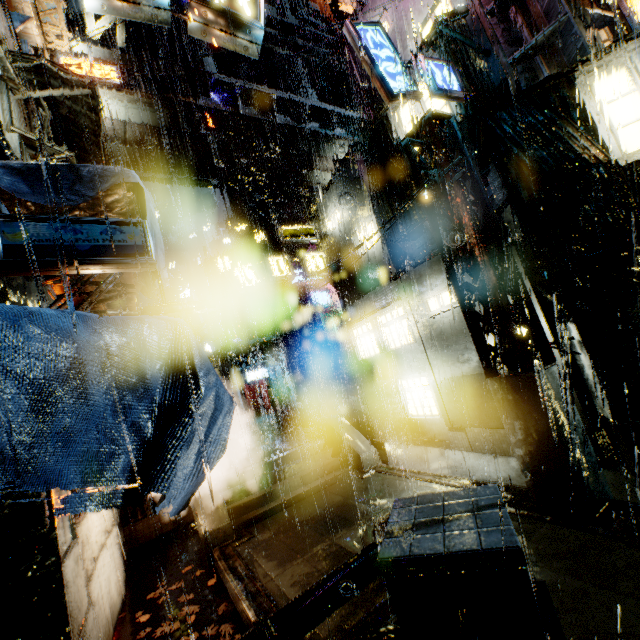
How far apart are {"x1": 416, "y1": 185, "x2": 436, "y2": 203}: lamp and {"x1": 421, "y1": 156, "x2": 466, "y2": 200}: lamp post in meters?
0.1 m

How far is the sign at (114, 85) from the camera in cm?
1214

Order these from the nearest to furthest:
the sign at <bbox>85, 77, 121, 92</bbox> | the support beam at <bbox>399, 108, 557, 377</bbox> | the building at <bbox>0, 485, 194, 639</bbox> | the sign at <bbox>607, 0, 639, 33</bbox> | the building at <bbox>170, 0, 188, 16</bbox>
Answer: the building at <bbox>0, 485, 194, 639</bbox> < the support beam at <bbox>399, 108, 557, 377</bbox> < the sign at <bbox>607, 0, 639, 33</bbox> < the sign at <bbox>85, 77, 121, 92</bbox> < the building at <bbox>170, 0, 188, 16</bbox>

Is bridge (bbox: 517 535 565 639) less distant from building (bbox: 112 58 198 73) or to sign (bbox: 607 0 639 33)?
building (bbox: 112 58 198 73)

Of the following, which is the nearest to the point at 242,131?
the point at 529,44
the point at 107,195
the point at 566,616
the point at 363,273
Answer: the point at 363,273

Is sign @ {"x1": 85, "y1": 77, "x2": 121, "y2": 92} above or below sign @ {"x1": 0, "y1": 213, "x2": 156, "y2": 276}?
above

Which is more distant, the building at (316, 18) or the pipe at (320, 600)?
the building at (316, 18)

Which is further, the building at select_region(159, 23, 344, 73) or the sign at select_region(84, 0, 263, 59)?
the building at select_region(159, 23, 344, 73)
